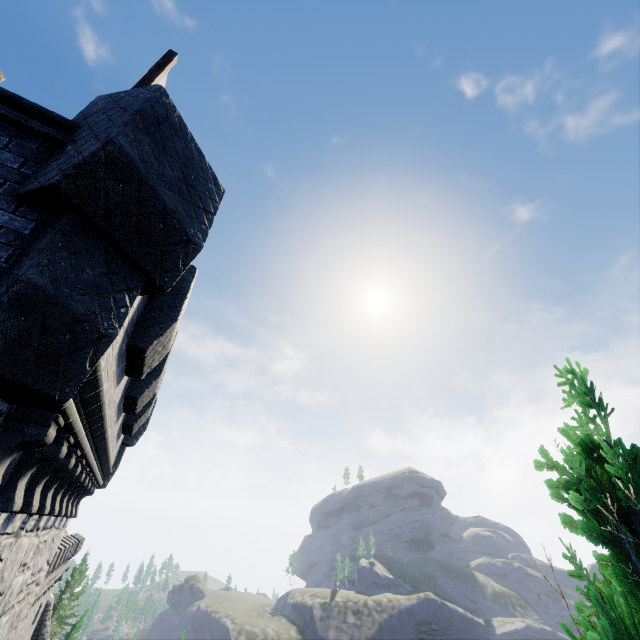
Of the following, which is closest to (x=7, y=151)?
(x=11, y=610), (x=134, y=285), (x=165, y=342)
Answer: (x=134, y=285)

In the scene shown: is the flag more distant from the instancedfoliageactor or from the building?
the instancedfoliageactor

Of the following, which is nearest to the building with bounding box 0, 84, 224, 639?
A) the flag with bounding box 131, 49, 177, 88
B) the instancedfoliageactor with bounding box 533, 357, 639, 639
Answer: the flag with bounding box 131, 49, 177, 88

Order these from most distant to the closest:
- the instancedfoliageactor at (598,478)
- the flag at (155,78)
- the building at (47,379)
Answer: the flag at (155,78) < the building at (47,379) < the instancedfoliageactor at (598,478)

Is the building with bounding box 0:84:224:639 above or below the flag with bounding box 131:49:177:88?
below

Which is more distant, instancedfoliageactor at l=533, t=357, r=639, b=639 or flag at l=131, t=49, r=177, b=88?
flag at l=131, t=49, r=177, b=88

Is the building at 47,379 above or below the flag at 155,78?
below
